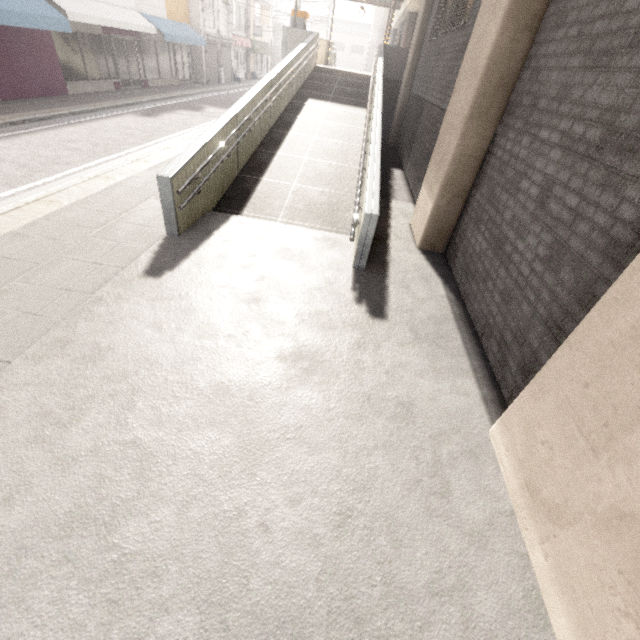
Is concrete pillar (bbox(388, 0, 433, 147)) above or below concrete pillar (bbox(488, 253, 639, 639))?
above

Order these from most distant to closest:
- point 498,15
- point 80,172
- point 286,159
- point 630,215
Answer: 1. point 286,159
2. point 80,172
3. point 498,15
4. point 630,215

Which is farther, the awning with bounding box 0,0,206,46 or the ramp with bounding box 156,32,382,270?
the awning with bounding box 0,0,206,46

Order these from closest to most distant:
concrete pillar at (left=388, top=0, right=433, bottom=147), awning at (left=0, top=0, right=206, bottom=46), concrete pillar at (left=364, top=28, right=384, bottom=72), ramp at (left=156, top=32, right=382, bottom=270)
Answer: ramp at (left=156, top=32, right=382, bottom=270) < awning at (left=0, top=0, right=206, bottom=46) < concrete pillar at (left=388, top=0, right=433, bottom=147) < concrete pillar at (left=364, top=28, right=384, bottom=72)

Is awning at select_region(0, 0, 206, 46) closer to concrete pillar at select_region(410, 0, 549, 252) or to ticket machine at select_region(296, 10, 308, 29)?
ticket machine at select_region(296, 10, 308, 29)

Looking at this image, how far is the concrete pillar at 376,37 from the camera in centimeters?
4725cm

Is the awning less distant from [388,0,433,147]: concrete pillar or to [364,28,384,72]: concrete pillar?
[388,0,433,147]: concrete pillar

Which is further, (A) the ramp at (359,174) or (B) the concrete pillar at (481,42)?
(A) the ramp at (359,174)
